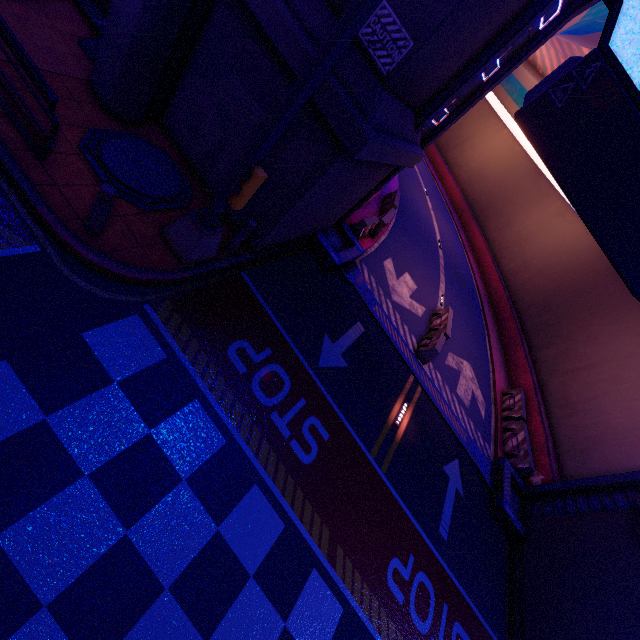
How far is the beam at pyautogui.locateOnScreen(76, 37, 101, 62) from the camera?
7.4m

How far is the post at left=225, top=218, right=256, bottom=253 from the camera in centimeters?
698cm

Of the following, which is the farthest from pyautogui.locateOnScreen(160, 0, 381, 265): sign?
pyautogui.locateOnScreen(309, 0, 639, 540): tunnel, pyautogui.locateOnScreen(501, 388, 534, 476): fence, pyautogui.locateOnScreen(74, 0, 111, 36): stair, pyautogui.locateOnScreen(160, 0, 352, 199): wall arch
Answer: pyautogui.locateOnScreen(501, 388, 534, 476): fence

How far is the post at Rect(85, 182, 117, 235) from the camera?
4.9 meters

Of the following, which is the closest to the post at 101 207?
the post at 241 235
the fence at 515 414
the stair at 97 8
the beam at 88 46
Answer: the post at 241 235

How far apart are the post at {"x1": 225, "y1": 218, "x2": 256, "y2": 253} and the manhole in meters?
1.2 m

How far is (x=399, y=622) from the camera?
6.37m

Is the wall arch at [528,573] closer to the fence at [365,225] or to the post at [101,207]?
the post at [101,207]
